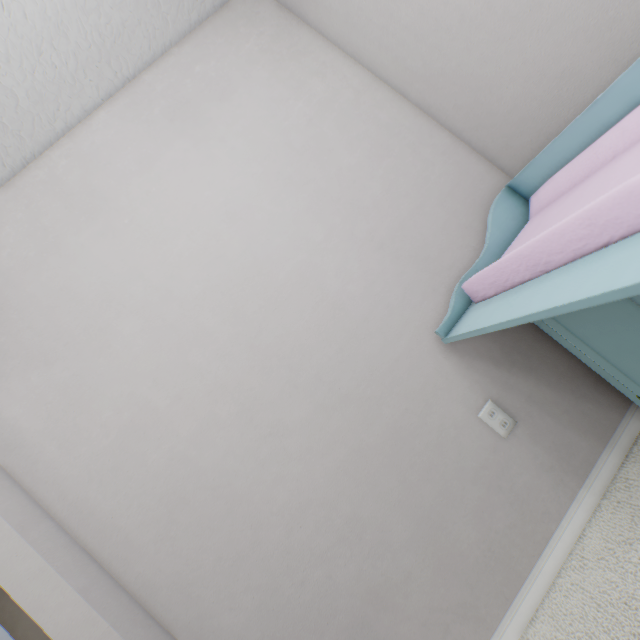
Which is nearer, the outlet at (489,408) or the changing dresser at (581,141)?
the changing dresser at (581,141)

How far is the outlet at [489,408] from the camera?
1.2 meters

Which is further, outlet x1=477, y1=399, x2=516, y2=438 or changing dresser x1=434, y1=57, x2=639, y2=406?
outlet x1=477, y1=399, x2=516, y2=438

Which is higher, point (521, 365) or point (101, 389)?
point (101, 389)

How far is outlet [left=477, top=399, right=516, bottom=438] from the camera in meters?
1.2 m
